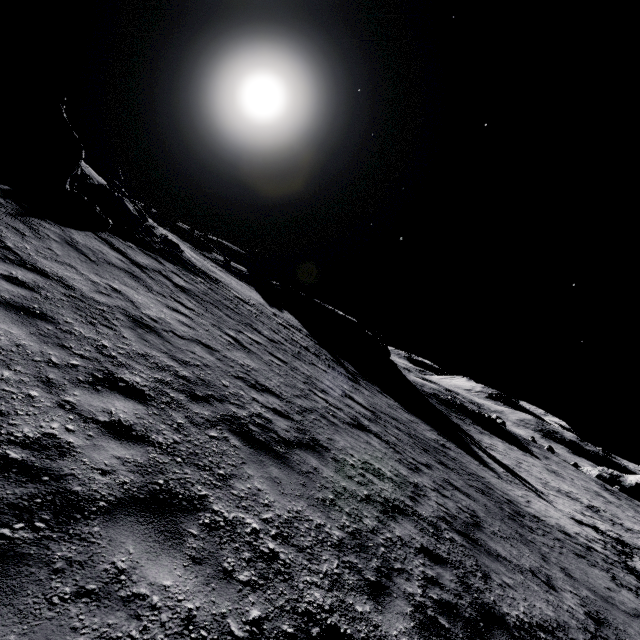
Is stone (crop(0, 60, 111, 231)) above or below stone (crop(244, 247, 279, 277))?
below

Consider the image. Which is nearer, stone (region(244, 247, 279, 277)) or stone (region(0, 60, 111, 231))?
stone (region(0, 60, 111, 231))

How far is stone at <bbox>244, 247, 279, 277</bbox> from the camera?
57.2 meters

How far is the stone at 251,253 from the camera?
57.16m

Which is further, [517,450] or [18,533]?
[517,450]

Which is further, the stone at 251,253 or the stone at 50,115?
the stone at 251,253
